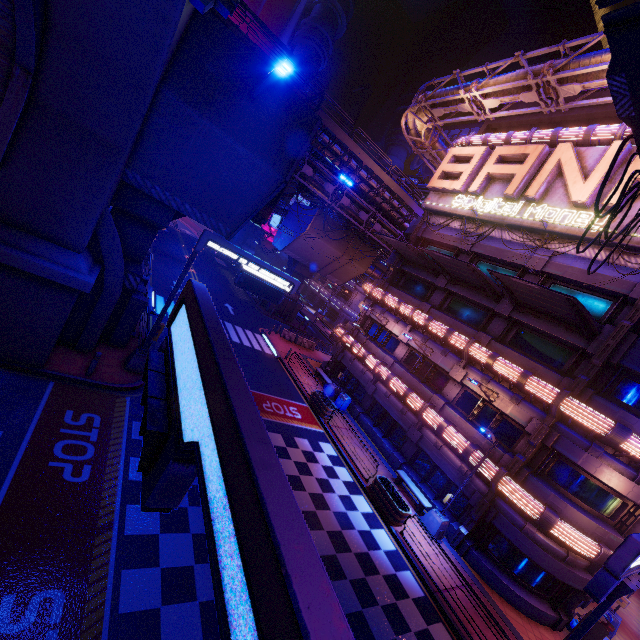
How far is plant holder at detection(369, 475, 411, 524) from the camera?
15.0 meters

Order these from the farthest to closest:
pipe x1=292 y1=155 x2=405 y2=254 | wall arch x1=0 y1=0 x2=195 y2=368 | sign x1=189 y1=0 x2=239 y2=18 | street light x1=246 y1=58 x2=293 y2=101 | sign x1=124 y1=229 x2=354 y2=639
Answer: pipe x1=292 y1=155 x2=405 y2=254, street light x1=246 y1=58 x2=293 y2=101, wall arch x1=0 y1=0 x2=195 y2=368, sign x1=189 y1=0 x2=239 y2=18, sign x1=124 y1=229 x2=354 y2=639

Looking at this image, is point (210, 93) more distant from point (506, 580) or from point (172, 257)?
point (172, 257)

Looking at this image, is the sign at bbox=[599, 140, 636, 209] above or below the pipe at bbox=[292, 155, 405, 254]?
above

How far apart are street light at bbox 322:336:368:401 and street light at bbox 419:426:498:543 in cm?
993

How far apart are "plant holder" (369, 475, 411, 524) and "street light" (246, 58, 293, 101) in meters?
17.2

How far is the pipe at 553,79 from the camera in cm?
1664

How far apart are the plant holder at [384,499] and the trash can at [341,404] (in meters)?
7.13
